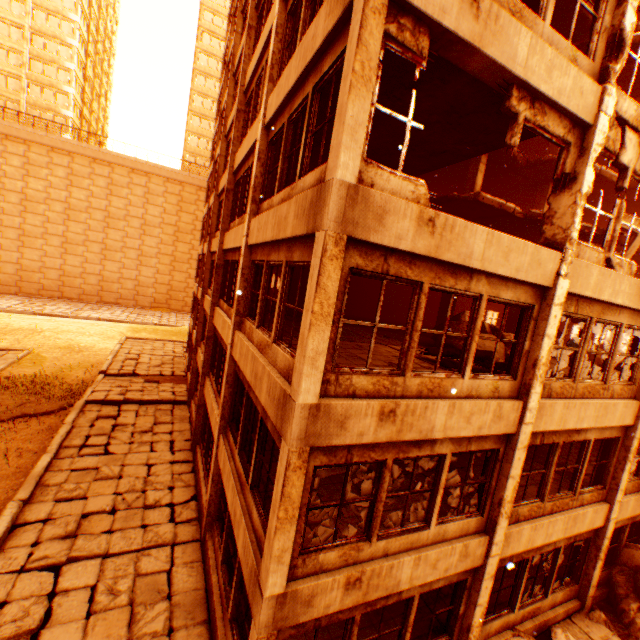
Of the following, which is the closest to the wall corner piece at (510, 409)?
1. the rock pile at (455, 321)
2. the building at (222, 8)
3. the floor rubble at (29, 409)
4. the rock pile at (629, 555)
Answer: the rock pile at (455, 321)

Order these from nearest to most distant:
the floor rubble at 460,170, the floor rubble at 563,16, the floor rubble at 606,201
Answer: the floor rubble at 563,16, the floor rubble at 606,201, the floor rubble at 460,170

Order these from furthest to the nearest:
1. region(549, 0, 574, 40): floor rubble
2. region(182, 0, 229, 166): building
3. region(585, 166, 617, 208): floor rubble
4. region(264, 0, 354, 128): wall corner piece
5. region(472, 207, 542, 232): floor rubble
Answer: region(182, 0, 229, 166): building, region(585, 166, 617, 208): floor rubble, region(472, 207, 542, 232): floor rubble, region(549, 0, 574, 40): floor rubble, region(264, 0, 354, 128): wall corner piece

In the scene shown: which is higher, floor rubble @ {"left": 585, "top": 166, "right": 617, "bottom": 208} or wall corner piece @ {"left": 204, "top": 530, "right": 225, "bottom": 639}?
floor rubble @ {"left": 585, "top": 166, "right": 617, "bottom": 208}

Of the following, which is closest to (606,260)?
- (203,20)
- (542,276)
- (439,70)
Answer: (542,276)

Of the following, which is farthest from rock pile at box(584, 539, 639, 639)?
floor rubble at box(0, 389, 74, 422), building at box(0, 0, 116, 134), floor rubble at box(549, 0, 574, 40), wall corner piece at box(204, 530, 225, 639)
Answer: building at box(0, 0, 116, 134)

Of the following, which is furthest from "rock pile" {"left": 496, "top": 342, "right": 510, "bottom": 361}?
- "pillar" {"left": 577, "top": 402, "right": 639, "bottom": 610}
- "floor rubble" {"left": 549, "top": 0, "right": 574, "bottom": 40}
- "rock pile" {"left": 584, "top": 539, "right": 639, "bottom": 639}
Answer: "rock pile" {"left": 584, "top": 539, "right": 639, "bottom": 639}

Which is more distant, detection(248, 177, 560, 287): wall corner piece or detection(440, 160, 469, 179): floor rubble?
detection(440, 160, 469, 179): floor rubble
